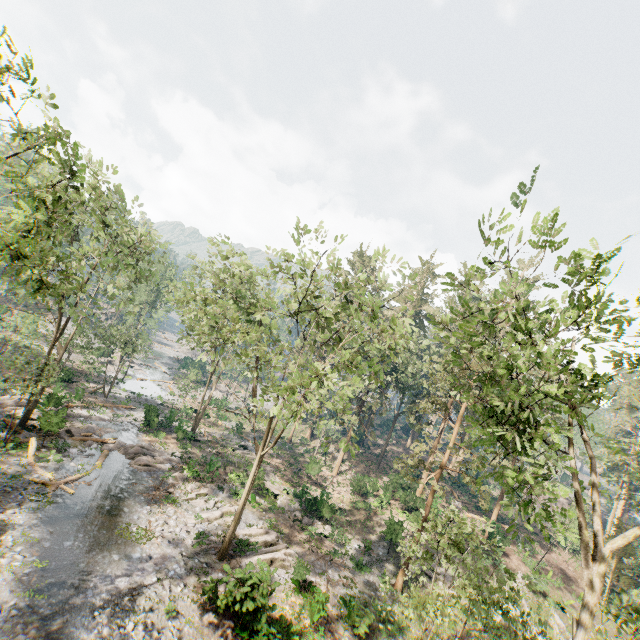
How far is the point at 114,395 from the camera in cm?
3738

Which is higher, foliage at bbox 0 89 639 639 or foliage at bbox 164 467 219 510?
foliage at bbox 0 89 639 639

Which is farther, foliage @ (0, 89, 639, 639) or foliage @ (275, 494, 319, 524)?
foliage @ (275, 494, 319, 524)

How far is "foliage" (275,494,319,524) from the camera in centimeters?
2728cm

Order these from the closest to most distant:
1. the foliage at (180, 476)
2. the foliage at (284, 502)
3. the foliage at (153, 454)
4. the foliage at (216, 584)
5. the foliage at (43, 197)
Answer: the foliage at (43, 197), the foliage at (216, 584), the foliage at (180, 476), the foliage at (153, 454), the foliage at (284, 502)

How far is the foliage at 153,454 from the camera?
24.7 meters

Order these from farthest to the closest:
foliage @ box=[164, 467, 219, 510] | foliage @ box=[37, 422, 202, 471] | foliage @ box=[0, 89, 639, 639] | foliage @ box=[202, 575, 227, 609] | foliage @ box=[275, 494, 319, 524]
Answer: foliage @ box=[275, 494, 319, 524]
foliage @ box=[37, 422, 202, 471]
foliage @ box=[164, 467, 219, 510]
foliage @ box=[202, 575, 227, 609]
foliage @ box=[0, 89, 639, 639]
